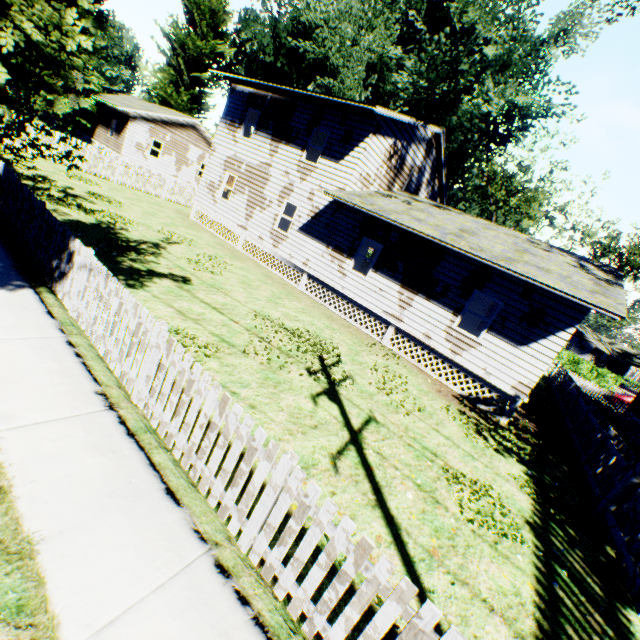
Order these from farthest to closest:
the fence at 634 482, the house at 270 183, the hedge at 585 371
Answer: the hedge at 585 371 < the house at 270 183 < the fence at 634 482

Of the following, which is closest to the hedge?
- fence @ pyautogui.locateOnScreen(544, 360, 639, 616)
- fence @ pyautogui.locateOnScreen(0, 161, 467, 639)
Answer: fence @ pyautogui.locateOnScreen(544, 360, 639, 616)

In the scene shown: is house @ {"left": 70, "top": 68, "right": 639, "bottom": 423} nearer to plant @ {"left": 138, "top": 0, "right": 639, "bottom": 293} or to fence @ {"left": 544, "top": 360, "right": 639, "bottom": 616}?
plant @ {"left": 138, "top": 0, "right": 639, "bottom": 293}

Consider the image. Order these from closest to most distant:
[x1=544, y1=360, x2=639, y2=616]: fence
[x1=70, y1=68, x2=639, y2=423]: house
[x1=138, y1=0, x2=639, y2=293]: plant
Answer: [x1=544, y1=360, x2=639, y2=616]: fence < [x1=70, y1=68, x2=639, y2=423]: house < [x1=138, y1=0, x2=639, y2=293]: plant

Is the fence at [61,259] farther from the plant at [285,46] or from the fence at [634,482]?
the plant at [285,46]

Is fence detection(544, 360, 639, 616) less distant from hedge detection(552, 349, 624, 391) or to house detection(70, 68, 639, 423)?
house detection(70, 68, 639, 423)

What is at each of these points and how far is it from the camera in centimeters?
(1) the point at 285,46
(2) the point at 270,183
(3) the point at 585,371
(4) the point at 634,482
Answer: (1) plant, 3081cm
(2) house, 1667cm
(3) hedge, 3912cm
(4) fence, 715cm

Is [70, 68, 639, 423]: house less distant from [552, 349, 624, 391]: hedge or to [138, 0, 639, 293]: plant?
[138, 0, 639, 293]: plant
